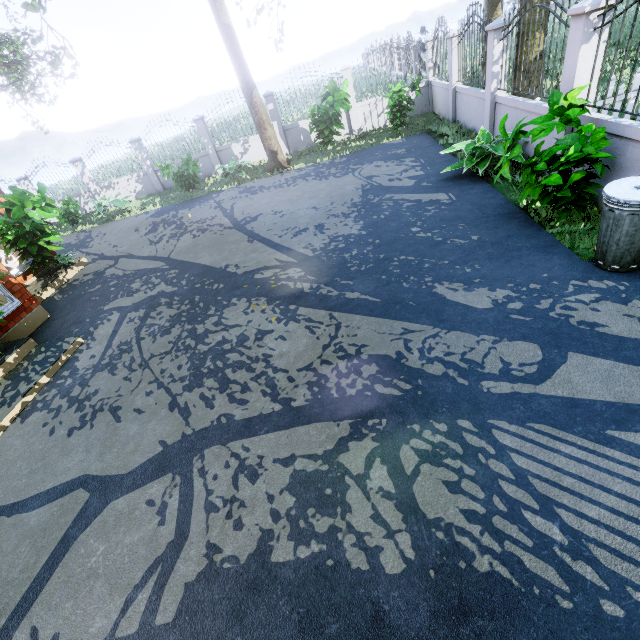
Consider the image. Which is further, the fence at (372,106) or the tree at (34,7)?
the fence at (372,106)

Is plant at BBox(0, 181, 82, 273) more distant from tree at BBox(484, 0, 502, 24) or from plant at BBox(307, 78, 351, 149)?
plant at BBox(307, 78, 351, 149)

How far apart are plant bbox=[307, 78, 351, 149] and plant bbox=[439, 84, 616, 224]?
7.7 meters

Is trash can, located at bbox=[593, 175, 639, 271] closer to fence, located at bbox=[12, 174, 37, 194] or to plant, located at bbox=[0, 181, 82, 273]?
fence, located at bbox=[12, 174, 37, 194]

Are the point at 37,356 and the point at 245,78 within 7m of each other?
no

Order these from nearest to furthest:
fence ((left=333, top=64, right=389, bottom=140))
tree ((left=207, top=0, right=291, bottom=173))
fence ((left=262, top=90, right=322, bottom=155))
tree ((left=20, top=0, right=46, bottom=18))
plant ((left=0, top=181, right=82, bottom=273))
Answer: tree ((left=20, top=0, right=46, bottom=18)) < plant ((left=0, top=181, right=82, bottom=273)) < tree ((left=207, top=0, right=291, bottom=173)) < fence ((left=333, top=64, right=389, bottom=140)) < fence ((left=262, top=90, right=322, bottom=155))

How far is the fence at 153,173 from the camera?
15.1m

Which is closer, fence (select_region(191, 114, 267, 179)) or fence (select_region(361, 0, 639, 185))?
fence (select_region(361, 0, 639, 185))
